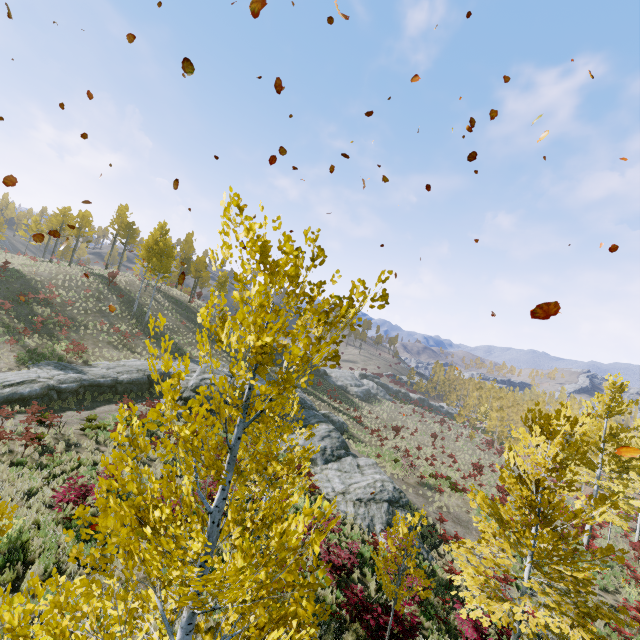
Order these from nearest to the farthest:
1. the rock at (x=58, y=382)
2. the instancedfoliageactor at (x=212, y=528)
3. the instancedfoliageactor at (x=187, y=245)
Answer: the instancedfoliageactor at (x=212, y=528), the rock at (x=58, y=382), the instancedfoliageactor at (x=187, y=245)

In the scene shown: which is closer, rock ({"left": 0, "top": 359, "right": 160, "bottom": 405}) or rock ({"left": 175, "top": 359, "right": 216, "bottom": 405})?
rock ({"left": 0, "top": 359, "right": 160, "bottom": 405})

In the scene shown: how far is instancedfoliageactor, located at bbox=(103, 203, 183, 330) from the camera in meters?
33.7 m

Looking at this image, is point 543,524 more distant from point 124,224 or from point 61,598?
point 124,224

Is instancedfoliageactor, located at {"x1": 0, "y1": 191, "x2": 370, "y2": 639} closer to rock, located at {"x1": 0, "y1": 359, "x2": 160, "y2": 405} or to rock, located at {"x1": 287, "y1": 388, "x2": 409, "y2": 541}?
rock, located at {"x1": 287, "y1": 388, "x2": 409, "y2": 541}

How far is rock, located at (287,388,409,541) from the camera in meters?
17.4 m

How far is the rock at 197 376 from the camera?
22.09m
